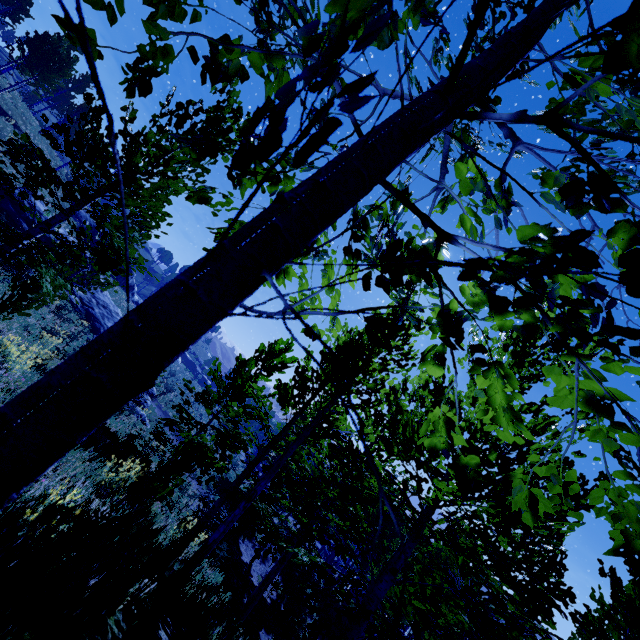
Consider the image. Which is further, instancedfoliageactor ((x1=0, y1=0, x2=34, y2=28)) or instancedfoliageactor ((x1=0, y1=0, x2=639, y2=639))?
instancedfoliageactor ((x1=0, y1=0, x2=34, y2=28))

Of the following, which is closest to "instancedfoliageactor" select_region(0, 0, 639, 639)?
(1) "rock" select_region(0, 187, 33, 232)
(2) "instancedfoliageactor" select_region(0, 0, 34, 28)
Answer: (1) "rock" select_region(0, 187, 33, 232)

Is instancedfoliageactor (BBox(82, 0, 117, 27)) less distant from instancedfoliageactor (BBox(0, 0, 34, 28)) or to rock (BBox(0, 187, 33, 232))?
rock (BBox(0, 187, 33, 232))

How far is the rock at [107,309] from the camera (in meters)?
22.14

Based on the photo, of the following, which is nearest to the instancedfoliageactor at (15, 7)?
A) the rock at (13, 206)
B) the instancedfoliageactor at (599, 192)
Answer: the instancedfoliageactor at (599, 192)

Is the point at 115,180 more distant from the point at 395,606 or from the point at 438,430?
the point at 395,606
